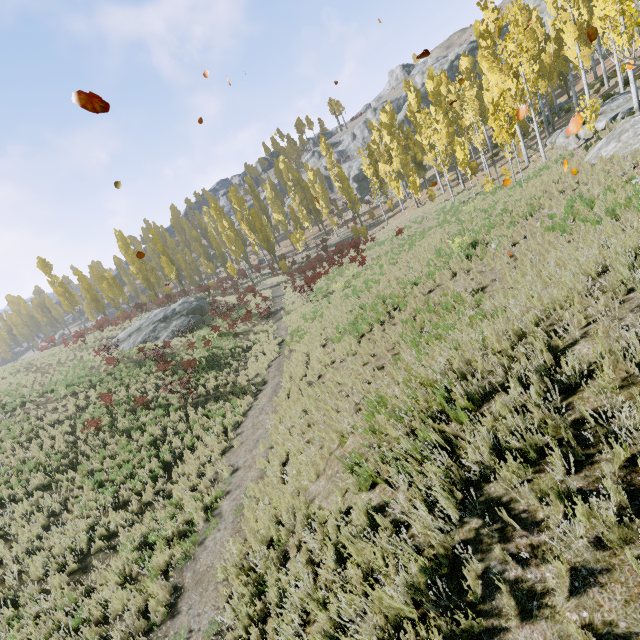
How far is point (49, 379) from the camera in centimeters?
2325cm

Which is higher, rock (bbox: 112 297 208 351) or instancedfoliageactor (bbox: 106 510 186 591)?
rock (bbox: 112 297 208 351)

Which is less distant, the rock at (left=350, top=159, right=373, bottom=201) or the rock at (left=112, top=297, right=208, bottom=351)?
the rock at (left=112, top=297, right=208, bottom=351)

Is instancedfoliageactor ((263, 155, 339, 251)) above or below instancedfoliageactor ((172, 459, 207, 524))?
above

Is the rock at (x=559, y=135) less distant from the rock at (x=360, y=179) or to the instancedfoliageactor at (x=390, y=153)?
the instancedfoliageactor at (x=390, y=153)

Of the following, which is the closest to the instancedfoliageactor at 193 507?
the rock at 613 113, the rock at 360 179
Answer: the rock at 613 113

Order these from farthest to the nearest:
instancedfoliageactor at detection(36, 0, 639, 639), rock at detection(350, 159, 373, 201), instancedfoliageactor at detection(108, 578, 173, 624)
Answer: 1. rock at detection(350, 159, 373, 201)
2. instancedfoliageactor at detection(108, 578, 173, 624)
3. instancedfoliageactor at detection(36, 0, 639, 639)

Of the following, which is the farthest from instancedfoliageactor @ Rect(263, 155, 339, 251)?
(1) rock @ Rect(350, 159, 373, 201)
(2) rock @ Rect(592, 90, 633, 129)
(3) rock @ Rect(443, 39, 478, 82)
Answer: (3) rock @ Rect(443, 39, 478, 82)
